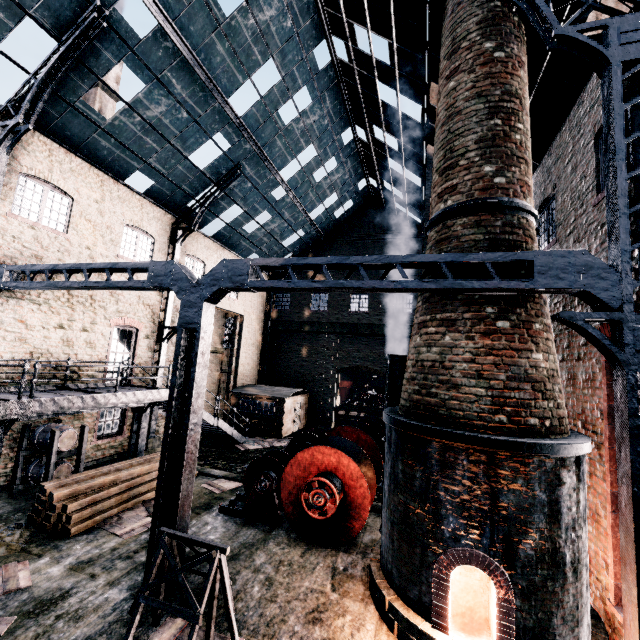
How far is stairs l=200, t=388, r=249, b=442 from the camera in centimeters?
1784cm

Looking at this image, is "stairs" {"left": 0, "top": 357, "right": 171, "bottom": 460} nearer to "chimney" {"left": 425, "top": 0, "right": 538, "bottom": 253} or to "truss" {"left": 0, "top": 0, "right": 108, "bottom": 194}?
"truss" {"left": 0, "top": 0, "right": 108, "bottom": 194}

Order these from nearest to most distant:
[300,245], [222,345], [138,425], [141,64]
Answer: [141,64], [138,425], [222,345], [300,245]

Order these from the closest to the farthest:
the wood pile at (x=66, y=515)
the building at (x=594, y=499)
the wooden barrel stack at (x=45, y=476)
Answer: the building at (x=594, y=499) < the wood pile at (x=66, y=515) < the wooden barrel stack at (x=45, y=476)

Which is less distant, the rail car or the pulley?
the pulley

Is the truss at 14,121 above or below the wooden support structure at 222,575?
above

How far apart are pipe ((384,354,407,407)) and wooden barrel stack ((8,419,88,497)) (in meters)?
10.93

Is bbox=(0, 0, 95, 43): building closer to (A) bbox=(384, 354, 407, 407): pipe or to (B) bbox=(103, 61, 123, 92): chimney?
(B) bbox=(103, 61, 123, 92): chimney
